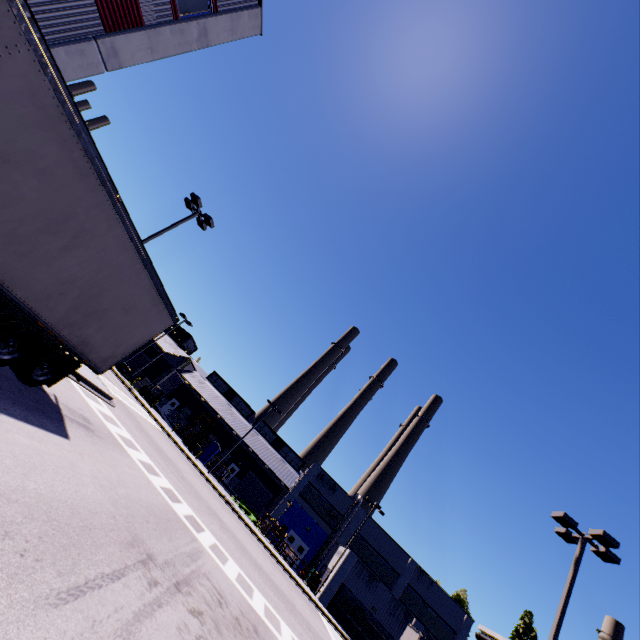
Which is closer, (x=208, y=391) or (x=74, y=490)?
(x=74, y=490)

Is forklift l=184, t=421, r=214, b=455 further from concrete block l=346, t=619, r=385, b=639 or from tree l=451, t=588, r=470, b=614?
tree l=451, t=588, r=470, b=614

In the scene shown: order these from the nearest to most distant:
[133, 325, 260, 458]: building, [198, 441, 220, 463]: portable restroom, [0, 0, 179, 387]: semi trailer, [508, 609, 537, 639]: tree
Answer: [0, 0, 179, 387]: semi trailer
[508, 609, 537, 639]: tree
[198, 441, 220, 463]: portable restroom
[133, 325, 260, 458]: building

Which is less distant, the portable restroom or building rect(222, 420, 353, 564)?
building rect(222, 420, 353, 564)

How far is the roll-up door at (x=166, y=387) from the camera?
48.4m

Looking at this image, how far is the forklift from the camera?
38.7 meters

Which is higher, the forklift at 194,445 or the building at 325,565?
the building at 325,565

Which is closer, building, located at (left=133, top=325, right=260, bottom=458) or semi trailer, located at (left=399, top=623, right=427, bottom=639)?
semi trailer, located at (left=399, top=623, right=427, bottom=639)
